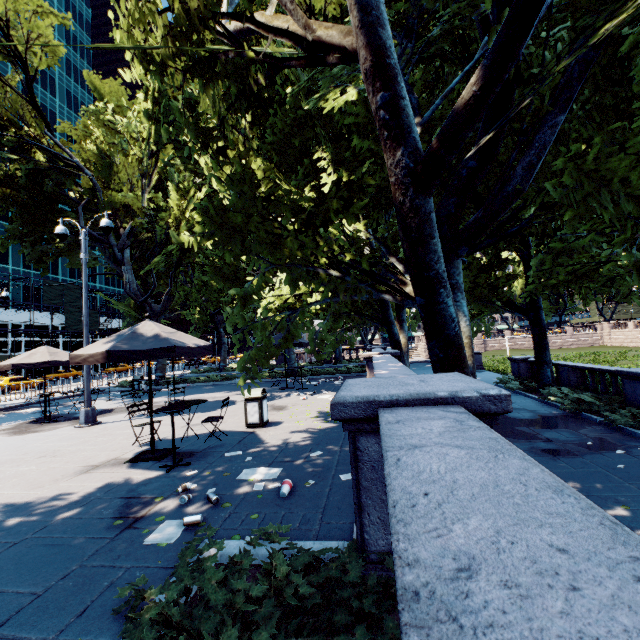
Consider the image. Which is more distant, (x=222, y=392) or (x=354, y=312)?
(x=354, y=312)

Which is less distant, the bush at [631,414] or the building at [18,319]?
the bush at [631,414]

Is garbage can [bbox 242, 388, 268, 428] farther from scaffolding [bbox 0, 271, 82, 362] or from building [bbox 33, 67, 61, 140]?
scaffolding [bbox 0, 271, 82, 362]

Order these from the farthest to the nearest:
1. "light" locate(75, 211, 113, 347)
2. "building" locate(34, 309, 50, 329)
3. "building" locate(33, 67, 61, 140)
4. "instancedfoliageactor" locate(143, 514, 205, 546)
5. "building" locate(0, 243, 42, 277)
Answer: "building" locate(33, 67, 61, 140) → "building" locate(34, 309, 50, 329) → "building" locate(0, 243, 42, 277) → "light" locate(75, 211, 113, 347) → "instancedfoliageactor" locate(143, 514, 205, 546)

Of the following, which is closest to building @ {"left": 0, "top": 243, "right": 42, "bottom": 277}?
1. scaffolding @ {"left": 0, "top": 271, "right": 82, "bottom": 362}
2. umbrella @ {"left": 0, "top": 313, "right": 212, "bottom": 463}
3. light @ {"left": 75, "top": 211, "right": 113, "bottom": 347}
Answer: scaffolding @ {"left": 0, "top": 271, "right": 82, "bottom": 362}

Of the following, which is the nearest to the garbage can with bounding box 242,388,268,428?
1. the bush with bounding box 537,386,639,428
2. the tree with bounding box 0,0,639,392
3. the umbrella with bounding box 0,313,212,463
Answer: the umbrella with bounding box 0,313,212,463

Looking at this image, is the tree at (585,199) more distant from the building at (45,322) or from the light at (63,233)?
the building at (45,322)

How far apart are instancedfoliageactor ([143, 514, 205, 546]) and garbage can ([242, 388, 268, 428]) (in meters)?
4.58
